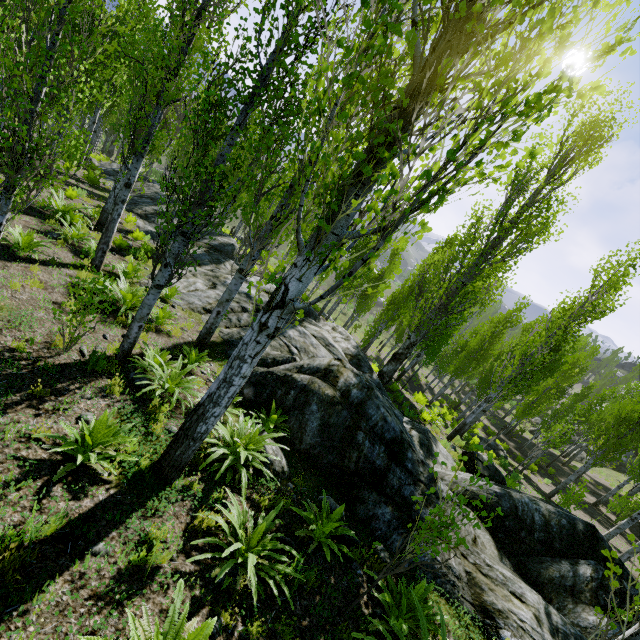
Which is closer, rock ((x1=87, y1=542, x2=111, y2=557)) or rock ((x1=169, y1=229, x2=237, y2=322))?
rock ((x1=87, y1=542, x2=111, y2=557))

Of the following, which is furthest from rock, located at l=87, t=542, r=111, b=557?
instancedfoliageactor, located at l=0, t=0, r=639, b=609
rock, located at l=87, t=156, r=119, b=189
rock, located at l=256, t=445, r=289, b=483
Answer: rock, located at l=256, t=445, r=289, b=483

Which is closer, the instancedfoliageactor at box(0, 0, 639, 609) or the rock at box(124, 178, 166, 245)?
the instancedfoliageactor at box(0, 0, 639, 609)

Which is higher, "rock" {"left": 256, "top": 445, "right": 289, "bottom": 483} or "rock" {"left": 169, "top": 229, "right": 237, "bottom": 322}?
"rock" {"left": 256, "top": 445, "right": 289, "bottom": 483}

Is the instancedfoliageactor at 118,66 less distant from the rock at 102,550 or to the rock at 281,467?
the rock at 102,550

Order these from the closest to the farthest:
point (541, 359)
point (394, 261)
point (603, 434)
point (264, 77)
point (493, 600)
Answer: point (264, 77)
point (493, 600)
point (541, 359)
point (603, 434)
point (394, 261)

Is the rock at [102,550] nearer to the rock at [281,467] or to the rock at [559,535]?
the rock at [559,535]

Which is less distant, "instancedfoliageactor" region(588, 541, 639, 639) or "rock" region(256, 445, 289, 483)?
"instancedfoliageactor" region(588, 541, 639, 639)
